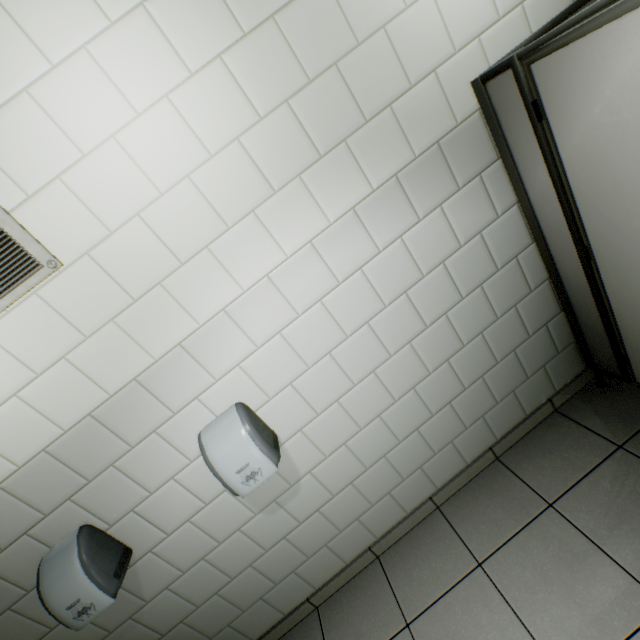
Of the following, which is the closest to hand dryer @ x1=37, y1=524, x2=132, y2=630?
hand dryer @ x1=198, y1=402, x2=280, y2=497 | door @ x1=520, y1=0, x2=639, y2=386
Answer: hand dryer @ x1=198, y1=402, x2=280, y2=497

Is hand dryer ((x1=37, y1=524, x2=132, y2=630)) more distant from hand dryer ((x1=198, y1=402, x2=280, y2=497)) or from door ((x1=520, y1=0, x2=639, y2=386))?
door ((x1=520, y1=0, x2=639, y2=386))

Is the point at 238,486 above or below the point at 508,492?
above

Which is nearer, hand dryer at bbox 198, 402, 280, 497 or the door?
the door

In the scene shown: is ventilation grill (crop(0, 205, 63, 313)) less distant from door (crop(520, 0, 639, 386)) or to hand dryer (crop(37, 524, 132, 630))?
hand dryer (crop(37, 524, 132, 630))

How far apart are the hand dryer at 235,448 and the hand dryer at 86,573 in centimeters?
65cm

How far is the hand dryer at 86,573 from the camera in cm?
140

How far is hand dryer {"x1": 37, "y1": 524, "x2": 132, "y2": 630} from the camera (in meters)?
1.40
